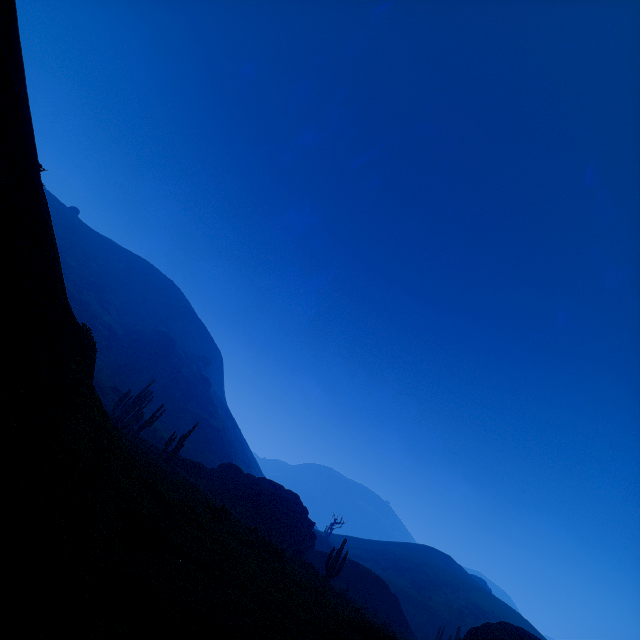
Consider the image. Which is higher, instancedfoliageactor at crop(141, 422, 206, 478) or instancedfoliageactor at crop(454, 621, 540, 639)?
instancedfoliageactor at crop(454, 621, 540, 639)

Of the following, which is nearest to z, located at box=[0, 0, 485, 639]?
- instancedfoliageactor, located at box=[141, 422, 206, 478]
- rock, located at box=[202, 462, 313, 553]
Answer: instancedfoliageactor, located at box=[141, 422, 206, 478]

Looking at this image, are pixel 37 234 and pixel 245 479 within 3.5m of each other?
no

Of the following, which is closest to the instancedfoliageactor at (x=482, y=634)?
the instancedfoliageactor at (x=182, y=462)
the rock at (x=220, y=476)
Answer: the rock at (x=220, y=476)

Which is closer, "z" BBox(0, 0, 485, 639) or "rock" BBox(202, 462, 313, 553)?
"z" BBox(0, 0, 485, 639)

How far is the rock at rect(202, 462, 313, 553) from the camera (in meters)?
32.12

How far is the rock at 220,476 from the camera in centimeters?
3212cm
